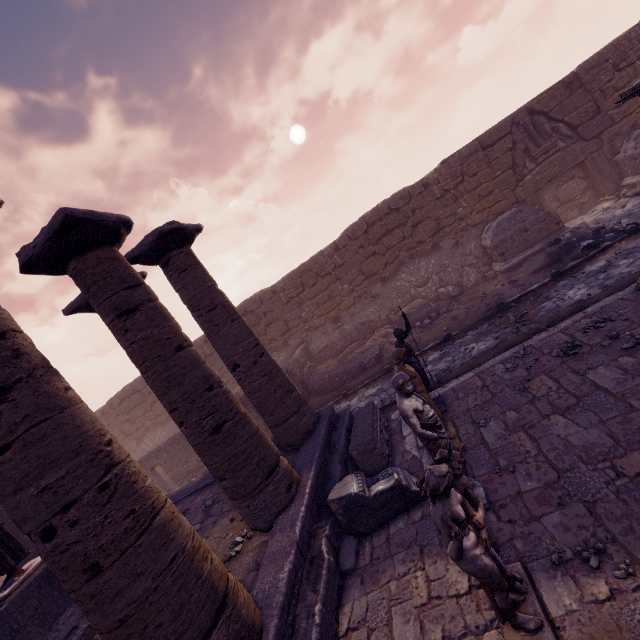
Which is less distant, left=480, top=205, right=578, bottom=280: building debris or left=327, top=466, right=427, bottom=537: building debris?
left=327, top=466, right=427, bottom=537: building debris

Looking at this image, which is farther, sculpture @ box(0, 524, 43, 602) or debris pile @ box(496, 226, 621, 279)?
debris pile @ box(496, 226, 621, 279)

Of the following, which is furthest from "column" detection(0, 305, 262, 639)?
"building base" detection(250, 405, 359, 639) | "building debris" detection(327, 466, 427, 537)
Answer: "building debris" detection(327, 466, 427, 537)

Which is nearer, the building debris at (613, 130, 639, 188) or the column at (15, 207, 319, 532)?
the column at (15, 207, 319, 532)

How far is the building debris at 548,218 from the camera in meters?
11.5 m

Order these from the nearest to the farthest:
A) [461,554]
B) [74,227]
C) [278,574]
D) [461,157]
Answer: [461,554] < [278,574] < [74,227] < [461,157]

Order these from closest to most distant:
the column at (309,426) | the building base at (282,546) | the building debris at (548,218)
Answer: the building base at (282,546) → the column at (309,426) → the building debris at (548,218)

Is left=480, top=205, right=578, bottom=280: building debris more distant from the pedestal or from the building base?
the pedestal
